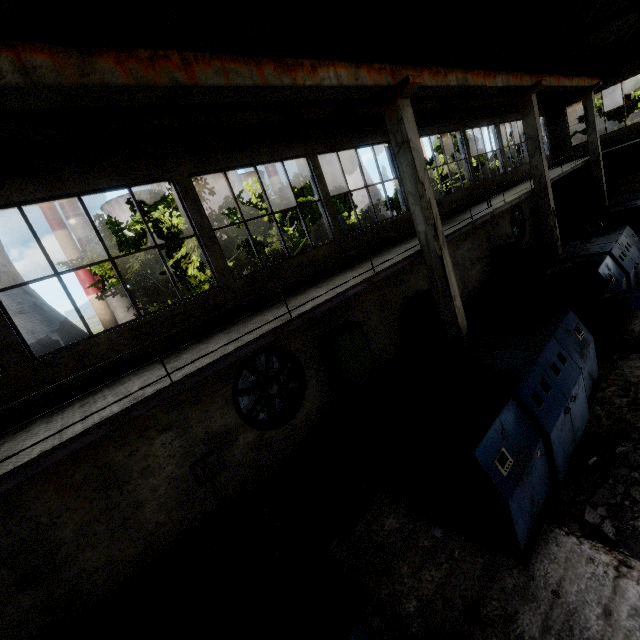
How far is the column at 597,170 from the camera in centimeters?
1830cm

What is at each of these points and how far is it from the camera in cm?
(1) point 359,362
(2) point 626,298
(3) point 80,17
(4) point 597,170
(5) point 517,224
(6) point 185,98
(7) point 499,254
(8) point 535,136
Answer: (1) power box, 982
(2) cable machine frame, 716
(3) roof support, 342
(4) column, 1925
(5) fan, 1872
(6) beam, 472
(7) cabinet, 1603
(8) column, 1288

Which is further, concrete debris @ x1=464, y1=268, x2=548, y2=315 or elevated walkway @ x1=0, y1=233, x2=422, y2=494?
concrete debris @ x1=464, y1=268, x2=548, y2=315

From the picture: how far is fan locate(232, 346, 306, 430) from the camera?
8.0m

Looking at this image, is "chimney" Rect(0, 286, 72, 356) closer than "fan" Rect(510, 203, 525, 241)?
No

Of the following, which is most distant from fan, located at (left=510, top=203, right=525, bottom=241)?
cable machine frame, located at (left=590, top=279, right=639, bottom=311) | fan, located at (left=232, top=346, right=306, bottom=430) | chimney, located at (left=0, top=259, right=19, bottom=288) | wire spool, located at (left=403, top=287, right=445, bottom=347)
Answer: chimney, located at (left=0, top=259, right=19, bottom=288)

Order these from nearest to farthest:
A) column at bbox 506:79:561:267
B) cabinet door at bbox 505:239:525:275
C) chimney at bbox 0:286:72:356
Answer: column at bbox 506:79:561:267, cabinet door at bbox 505:239:525:275, chimney at bbox 0:286:72:356

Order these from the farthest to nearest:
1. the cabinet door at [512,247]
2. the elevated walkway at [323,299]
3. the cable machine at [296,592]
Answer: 1. the cabinet door at [512,247]
2. the elevated walkway at [323,299]
3. the cable machine at [296,592]
